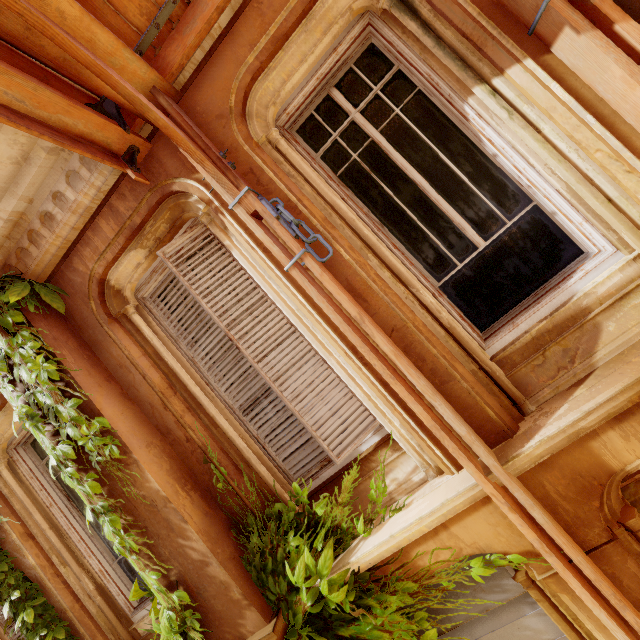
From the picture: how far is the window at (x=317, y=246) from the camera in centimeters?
259cm

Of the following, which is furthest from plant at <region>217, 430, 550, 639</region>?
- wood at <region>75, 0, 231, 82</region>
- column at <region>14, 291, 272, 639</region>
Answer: wood at <region>75, 0, 231, 82</region>

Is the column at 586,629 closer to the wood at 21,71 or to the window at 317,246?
the window at 317,246

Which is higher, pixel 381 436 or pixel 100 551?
pixel 100 551

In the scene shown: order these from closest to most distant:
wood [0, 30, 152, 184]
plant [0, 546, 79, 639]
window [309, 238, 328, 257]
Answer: wood [0, 30, 152, 184], window [309, 238, 328, 257], plant [0, 546, 79, 639]

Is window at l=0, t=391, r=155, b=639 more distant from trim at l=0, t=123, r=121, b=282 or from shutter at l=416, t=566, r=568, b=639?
shutter at l=416, t=566, r=568, b=639

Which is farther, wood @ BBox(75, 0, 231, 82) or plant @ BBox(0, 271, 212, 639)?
plant @ BBox(0, 271, 212, 639)

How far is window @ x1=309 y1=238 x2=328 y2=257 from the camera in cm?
259
